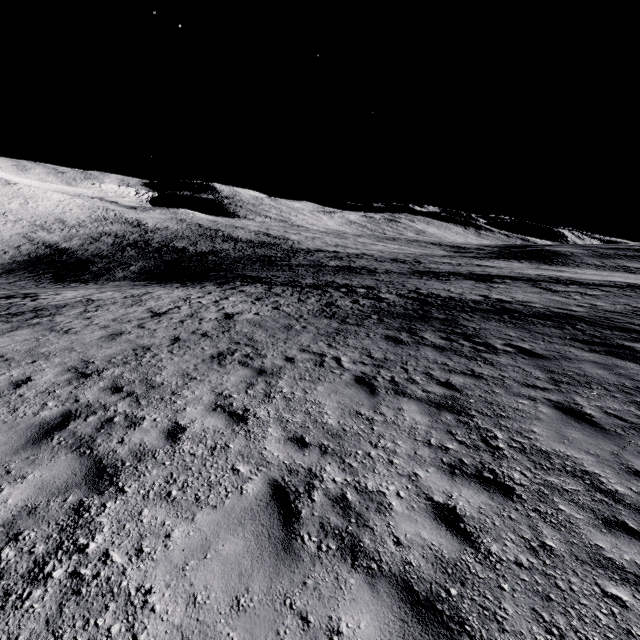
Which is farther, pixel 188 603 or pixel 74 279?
pixel 74 279
